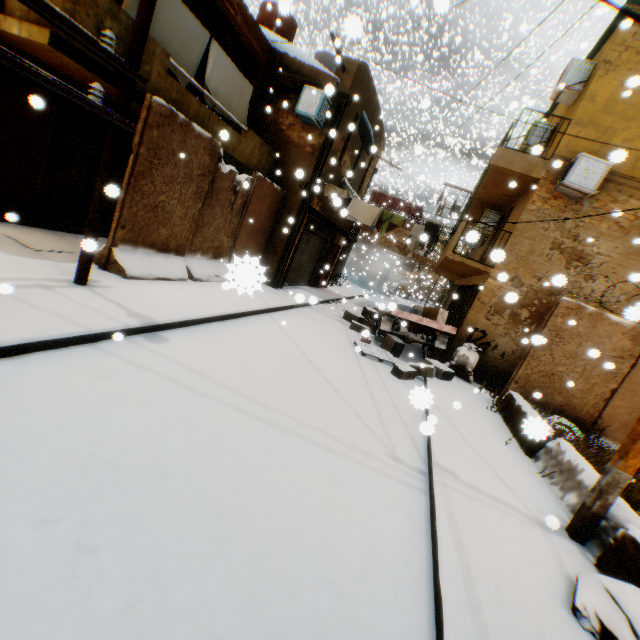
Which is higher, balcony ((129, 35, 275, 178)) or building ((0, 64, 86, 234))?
balcony ((129, 35, 275, 178))

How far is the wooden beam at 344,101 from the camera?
10.65m

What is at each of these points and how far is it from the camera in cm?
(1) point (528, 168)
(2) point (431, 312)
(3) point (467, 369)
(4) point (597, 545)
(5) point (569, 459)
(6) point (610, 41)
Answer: (1) building, 958
(2) cardboard box, 1041
(3) trash bag, 1000
(4) concrete block, 388
(5) concrete block, 518
(6) building, 900

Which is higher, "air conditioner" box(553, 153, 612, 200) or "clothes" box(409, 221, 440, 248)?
"air conditioner" box(553, 153, 612, 200)

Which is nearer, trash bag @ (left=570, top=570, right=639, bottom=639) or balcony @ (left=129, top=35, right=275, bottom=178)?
trash bag @ (left=570, top=570, right=639, bottom=639)

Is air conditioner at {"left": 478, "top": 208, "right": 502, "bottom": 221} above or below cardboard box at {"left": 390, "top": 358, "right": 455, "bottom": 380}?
above

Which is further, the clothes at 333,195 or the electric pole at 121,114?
the electric pole at 121,114

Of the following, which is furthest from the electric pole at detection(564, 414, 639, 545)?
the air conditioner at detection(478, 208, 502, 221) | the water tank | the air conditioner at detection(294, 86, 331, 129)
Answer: the water tank
